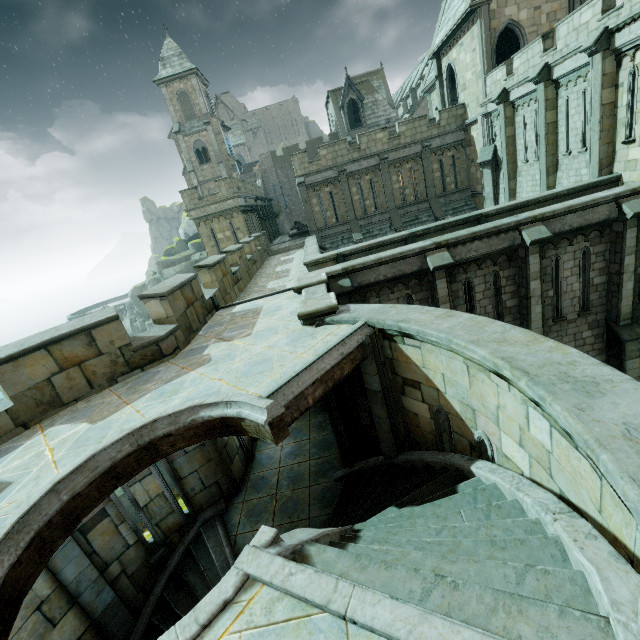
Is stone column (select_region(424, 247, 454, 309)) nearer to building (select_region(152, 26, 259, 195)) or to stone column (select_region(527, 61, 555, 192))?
stone column (select_region(527, 61, 555, 192))

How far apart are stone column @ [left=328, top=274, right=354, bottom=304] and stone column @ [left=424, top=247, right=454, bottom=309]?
2.5m

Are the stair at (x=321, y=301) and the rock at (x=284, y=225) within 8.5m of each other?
no

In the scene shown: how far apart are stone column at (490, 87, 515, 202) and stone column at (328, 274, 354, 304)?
15.0 meters

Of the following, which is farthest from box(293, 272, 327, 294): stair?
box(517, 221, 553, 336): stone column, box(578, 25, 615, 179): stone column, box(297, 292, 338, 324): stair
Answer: box(578, 25, 615, 179): stone column

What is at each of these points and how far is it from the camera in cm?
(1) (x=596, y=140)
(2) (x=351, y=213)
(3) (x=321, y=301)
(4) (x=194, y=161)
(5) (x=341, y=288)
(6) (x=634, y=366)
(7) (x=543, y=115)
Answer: (1) stone column, 1343
(2) building, 2520
(3) stair, 731
(4) building, 4328
(5) stone column, 1075
(6) stone column, 1202
(7) stone column, 1579

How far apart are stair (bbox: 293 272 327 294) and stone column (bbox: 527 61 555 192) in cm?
1426

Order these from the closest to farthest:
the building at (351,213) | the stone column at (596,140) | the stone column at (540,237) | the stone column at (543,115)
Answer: the stone column at (540,237) → the stone column at (596,140) → the stone column at (543,115) → the building at (351,213)
